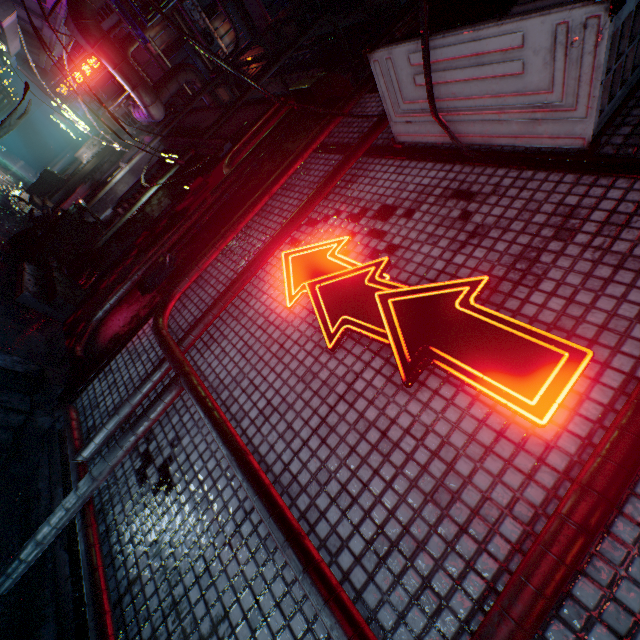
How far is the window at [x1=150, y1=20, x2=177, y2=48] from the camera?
14.2m

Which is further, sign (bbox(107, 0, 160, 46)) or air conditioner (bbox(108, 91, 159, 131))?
air conditioner (bbox(108, 91, 159, 131))

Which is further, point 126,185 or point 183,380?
point 126,185

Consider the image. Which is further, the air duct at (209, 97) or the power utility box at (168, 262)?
the air duct at (209, 97)

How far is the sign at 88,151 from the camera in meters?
9.5

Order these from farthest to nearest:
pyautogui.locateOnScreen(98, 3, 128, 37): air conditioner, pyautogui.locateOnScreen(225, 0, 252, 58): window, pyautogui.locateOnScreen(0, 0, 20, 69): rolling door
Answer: pyautogui.locateOnScreen(225, 0, 252, 58): window
pyautogui.locateOnScreen(98, 3, 128, 37): air conditioner
pyautogui.locateOnScreen(0, 0, 20, 69): rolling door

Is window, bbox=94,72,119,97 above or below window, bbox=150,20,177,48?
below

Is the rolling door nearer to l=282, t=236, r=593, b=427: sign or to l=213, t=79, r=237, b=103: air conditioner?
l=213, t=79, r=237, b=103: air conditioner
